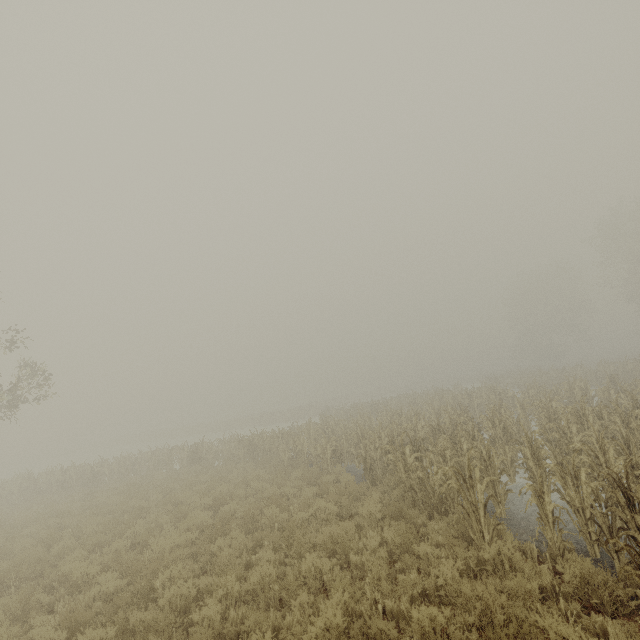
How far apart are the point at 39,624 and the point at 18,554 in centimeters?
483cm
